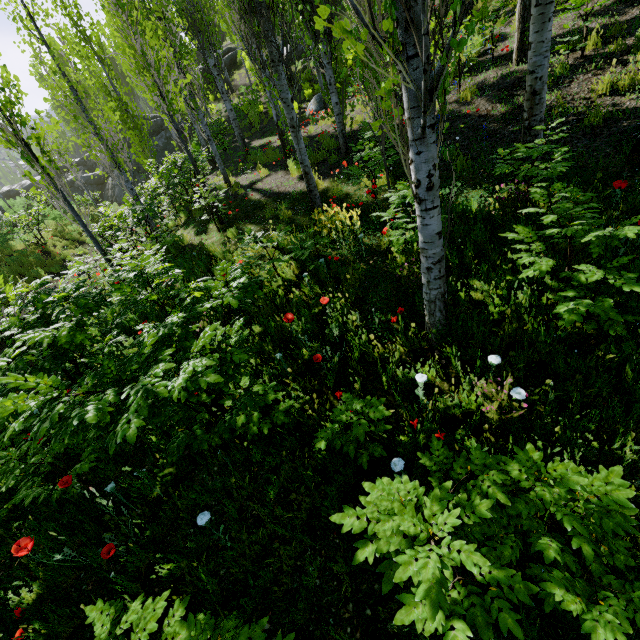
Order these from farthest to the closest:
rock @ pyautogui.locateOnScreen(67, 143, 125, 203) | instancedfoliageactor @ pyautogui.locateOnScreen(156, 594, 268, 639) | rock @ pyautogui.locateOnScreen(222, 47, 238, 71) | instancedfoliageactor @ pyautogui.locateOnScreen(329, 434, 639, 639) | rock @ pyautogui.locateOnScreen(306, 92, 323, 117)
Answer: rock @ pyautogui.locateOnScreen(222, 47, 238, 71), rock @ pyautogui.locateOnScreen(67, 143, 125, 203), rock @ pyautogui.locateOnScreen(306, 92, 323, 117), instancedfoliageactor @ pyautogui.locateOnScreen(156, 594, 268, 639), instancedfoliageactor @ pyautogui.locateOnScreen(329, 434, 639, 639)

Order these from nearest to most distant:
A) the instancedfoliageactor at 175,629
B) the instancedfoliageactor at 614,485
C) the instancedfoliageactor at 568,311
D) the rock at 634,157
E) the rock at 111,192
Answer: the instancedfoliageactor at 614,485
the instancedfoliageactor at 175,629
the instancedfoliageactor at 568,311
the rock at 634,157
the rock at 111,192

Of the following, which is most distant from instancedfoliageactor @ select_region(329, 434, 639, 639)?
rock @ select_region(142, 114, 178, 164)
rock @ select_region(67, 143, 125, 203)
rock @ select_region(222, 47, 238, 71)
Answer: rock @ select_region(67, 143, 125, 203)

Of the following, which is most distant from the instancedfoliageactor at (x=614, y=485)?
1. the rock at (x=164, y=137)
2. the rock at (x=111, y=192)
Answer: the rock at (x=111, y=192)

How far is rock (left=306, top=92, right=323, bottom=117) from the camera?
14.7 meters

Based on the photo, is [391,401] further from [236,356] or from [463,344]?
[236,356]

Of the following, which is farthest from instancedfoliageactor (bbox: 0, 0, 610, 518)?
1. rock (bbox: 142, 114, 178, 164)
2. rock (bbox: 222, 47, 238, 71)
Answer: rock (bbox: 142, 114, 178, 164)

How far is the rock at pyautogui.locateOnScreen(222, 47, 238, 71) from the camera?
26.1m
